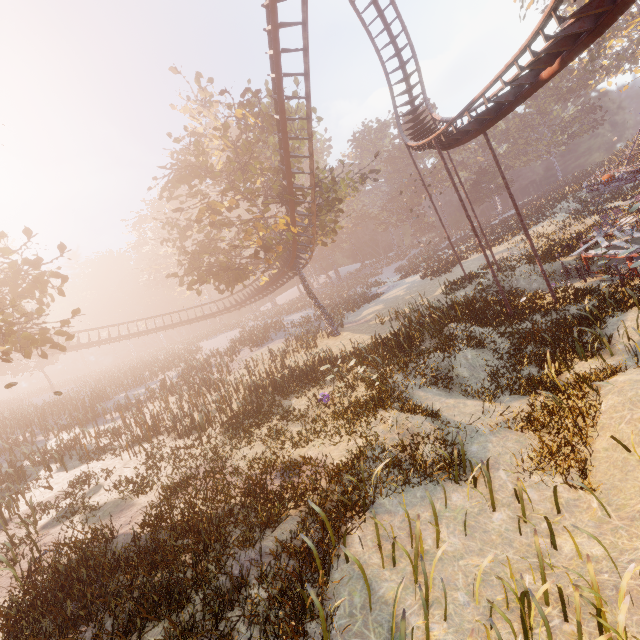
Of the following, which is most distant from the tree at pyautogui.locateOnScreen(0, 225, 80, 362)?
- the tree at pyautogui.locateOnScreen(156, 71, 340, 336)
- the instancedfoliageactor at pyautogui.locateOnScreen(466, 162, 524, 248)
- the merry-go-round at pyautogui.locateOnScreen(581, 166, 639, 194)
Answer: the instancedfoliageactor at pyautogui.locateOnScreen(466, 162, 524, 248)

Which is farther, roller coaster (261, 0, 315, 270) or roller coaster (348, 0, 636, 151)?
roller coaster (261, 0, 315, 270)

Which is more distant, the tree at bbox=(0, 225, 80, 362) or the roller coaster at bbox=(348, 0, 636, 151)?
the tree at bbox=(0, 225, 80, 362)

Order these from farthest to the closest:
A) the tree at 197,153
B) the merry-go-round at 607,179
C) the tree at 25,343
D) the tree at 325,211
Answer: the tree at 325,211, the tree at 197,153, the merry-go-round at 607,179, the tree at 25,343

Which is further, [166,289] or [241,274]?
[166,289]

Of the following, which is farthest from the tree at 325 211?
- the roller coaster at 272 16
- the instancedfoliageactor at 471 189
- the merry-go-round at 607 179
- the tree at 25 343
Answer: the instancedfoliageactor at 471 189

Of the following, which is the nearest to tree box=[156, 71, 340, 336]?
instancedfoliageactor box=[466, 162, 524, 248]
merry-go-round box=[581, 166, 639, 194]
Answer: merry-go-round box=[581, 166, 639, 194]

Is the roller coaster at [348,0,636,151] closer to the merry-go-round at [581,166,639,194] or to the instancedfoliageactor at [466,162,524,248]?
the merry-go-round at [581,166,639,194]
